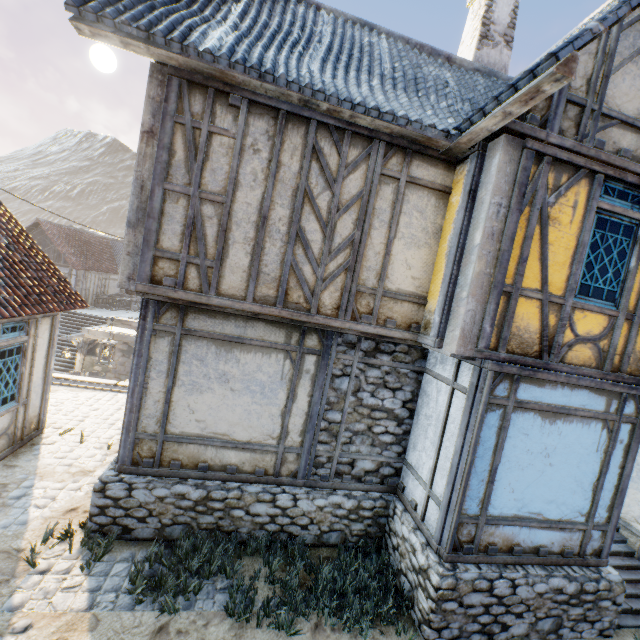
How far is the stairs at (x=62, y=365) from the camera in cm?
1931

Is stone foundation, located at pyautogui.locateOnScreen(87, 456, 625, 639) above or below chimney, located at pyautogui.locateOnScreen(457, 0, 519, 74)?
below

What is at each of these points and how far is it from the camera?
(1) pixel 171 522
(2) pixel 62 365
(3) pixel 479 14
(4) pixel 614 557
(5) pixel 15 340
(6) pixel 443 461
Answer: (1) stone foundation, 5.23m
(2) stairs, 19.30m
(3) chimney, 7.38m
(4) stairs, 6.20m
(5) building, 6.16m
(6) building, 5.03m

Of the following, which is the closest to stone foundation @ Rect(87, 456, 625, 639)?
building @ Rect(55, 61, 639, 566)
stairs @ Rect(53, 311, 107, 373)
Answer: building @ Rect(55, 61, 639, 566)

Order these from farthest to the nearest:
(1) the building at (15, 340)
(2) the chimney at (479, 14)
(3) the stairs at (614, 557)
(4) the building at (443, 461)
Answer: (2) the chimney at (479, 14) < (1) the building at (15, 340) < (3) the stairs at (614, 557) < (4) the building at (443, 461)

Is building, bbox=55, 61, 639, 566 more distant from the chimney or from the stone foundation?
the chimney

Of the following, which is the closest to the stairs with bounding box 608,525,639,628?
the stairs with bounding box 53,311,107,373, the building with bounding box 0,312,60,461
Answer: the building with bounding box 0,312,60,461

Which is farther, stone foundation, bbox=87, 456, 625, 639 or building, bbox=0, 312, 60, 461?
building, bbox=0, 312, 60, 461
